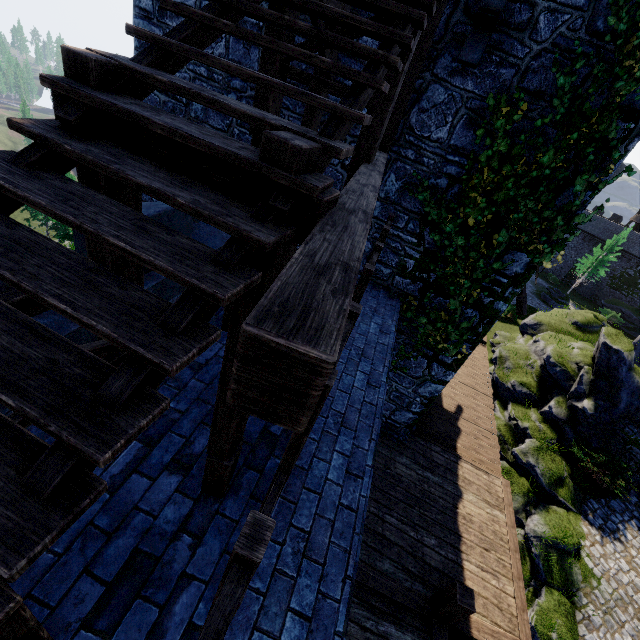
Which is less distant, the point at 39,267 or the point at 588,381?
the point at 39,267

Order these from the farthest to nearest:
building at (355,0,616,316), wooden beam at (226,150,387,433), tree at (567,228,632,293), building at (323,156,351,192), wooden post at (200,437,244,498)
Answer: tree at (567,228,632,293)
building at (323,156,351,192)
building at (355,0,616,316)
wooden post at (200,437,244,498)
wooden beam at (226,150,387,433)

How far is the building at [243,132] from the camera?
7.0m

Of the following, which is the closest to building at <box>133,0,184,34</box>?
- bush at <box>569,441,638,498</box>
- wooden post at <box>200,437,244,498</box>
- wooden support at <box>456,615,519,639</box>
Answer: wooden support at <box>456,615,519,639</box>

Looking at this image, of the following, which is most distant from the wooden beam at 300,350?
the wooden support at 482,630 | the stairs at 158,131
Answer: the wooden support at 482,630

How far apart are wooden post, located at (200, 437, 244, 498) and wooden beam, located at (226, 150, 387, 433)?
2.50m

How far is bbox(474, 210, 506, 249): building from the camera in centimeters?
598cm
